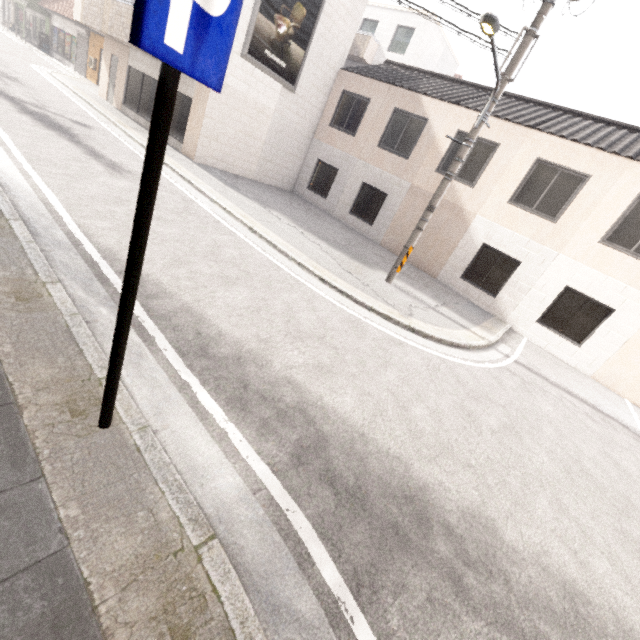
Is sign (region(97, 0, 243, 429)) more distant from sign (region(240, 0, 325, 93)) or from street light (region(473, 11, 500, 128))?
sign (region(240, 0, 325, 93))

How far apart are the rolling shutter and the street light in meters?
27.0 m

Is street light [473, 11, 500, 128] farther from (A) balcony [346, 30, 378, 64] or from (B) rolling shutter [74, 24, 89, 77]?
(B) rolling shutter [74, 24, 89, 77]

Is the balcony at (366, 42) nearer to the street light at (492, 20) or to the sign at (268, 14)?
the sign at (268, 14)

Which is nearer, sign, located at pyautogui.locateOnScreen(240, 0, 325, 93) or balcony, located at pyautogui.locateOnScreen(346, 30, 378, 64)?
sign, located at pyautogui.locateOnScreen(240, 0, 325, 93)

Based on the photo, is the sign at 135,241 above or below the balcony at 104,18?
below

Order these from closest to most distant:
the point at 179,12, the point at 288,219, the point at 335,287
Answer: the point at 179,12 → the point at 335,287 → the point at 288,219

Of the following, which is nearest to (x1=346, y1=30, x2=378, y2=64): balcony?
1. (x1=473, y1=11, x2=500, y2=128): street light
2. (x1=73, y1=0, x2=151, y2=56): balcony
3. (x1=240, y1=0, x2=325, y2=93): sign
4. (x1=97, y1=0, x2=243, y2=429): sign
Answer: (x1=73, y1=0, x2=151, y2=56): balcony
